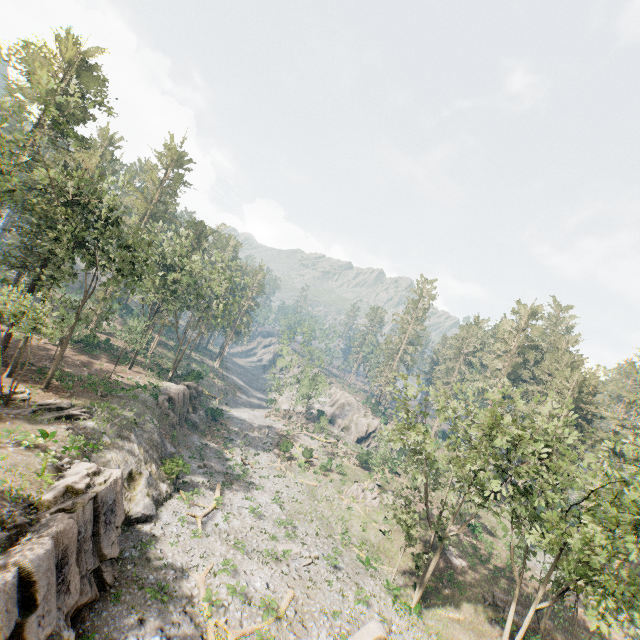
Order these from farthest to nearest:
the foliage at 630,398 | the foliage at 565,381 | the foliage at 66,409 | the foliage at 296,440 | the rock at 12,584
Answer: the foliage at 296,440 < the foliage at 630,398 < the foliage at 66,409 < the foliage at 565,381 < the rock at 12,584

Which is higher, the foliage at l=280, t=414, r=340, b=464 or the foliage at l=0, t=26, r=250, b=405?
the foliage at l=0, t=26, r=250, b=405

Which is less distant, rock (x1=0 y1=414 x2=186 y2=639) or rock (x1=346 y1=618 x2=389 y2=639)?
rock (x1=0 y1=414 x2=186 y2=639)

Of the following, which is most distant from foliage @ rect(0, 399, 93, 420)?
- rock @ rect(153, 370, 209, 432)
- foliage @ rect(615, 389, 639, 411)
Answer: rock @ rect(153, 370, 209, 432)

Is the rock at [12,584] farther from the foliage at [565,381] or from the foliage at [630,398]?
the foliage at [630,398]

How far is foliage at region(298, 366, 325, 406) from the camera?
56.47m

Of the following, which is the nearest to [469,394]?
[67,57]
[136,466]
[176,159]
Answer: [136,466]
